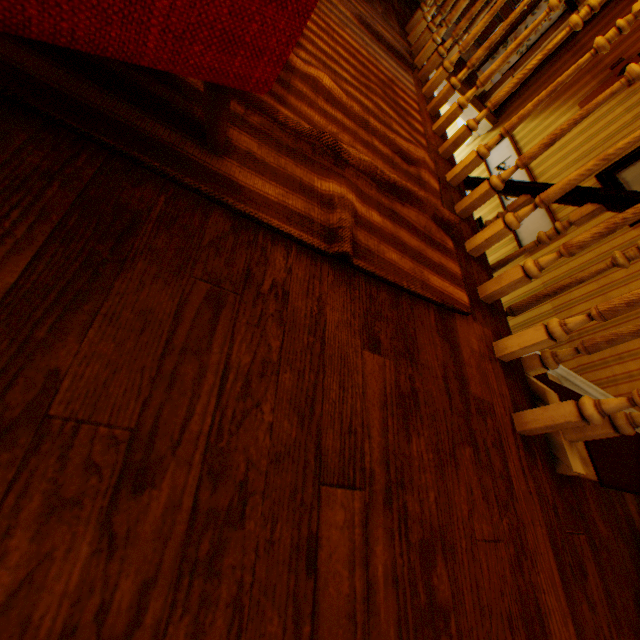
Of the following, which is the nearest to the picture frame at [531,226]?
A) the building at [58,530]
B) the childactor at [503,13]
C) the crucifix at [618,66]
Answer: the building at [58,530]

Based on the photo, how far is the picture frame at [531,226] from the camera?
3.6 meters

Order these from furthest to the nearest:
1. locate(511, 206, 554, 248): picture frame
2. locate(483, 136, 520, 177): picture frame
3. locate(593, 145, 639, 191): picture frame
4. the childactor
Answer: the childactor < locate(483, 136, 520, 177): picture frame < locate(511, 206, 554, 248): picture frame < locate(593, 145, 639, 191): picture frame

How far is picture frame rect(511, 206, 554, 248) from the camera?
3.6m

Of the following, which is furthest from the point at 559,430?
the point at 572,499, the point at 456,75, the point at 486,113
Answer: the point at 456,75

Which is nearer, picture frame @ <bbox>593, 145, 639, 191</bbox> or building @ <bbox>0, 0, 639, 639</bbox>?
building @ <bbox>0, 0, 639, 639</bbox>

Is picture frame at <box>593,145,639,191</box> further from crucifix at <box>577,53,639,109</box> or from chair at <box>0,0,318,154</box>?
chair at <box>0,0,318,154</box>
